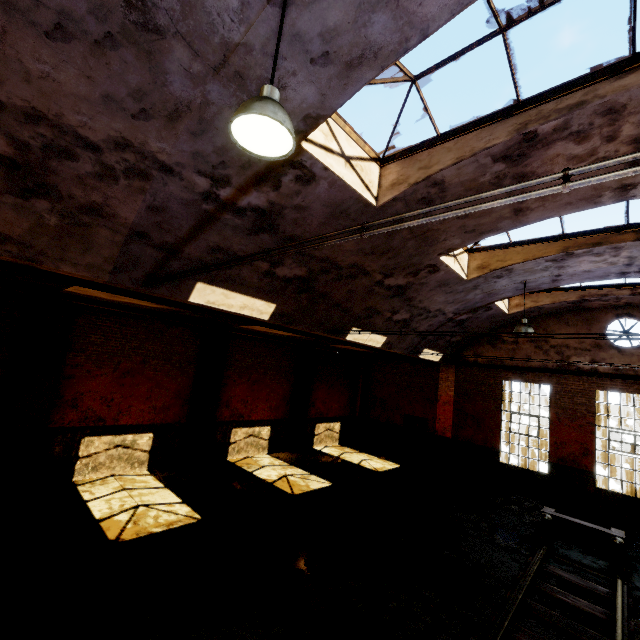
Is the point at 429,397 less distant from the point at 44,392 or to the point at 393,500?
the point at 393,500

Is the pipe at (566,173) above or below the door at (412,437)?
above

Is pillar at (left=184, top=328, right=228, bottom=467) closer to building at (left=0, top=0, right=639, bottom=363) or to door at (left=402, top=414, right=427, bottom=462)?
building at (left=0, top=0, right=639, bottom=363)

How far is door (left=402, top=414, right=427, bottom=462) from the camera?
16.3 meters

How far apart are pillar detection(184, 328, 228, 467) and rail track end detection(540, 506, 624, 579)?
10.5m

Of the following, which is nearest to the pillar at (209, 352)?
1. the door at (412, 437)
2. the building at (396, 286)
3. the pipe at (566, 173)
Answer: the building at (396, 286)

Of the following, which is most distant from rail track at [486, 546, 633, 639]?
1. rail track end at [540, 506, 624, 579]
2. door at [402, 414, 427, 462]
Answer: door at [402, 414, 427, 462]

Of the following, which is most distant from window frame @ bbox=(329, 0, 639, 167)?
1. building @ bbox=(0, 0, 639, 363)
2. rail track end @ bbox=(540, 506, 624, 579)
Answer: rail track end @ bbox=(540, 506, 624, 579)
